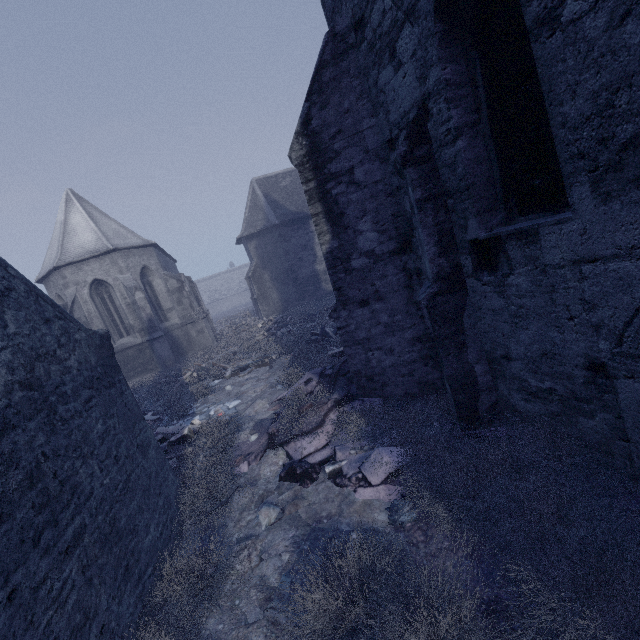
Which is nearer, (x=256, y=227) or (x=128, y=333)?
(x=128, y=333)

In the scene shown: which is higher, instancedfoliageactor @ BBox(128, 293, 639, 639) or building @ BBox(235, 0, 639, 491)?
building @ BBox(235, 0, 639, 491)

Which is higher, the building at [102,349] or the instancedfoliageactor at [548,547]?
the building at [102,349]
